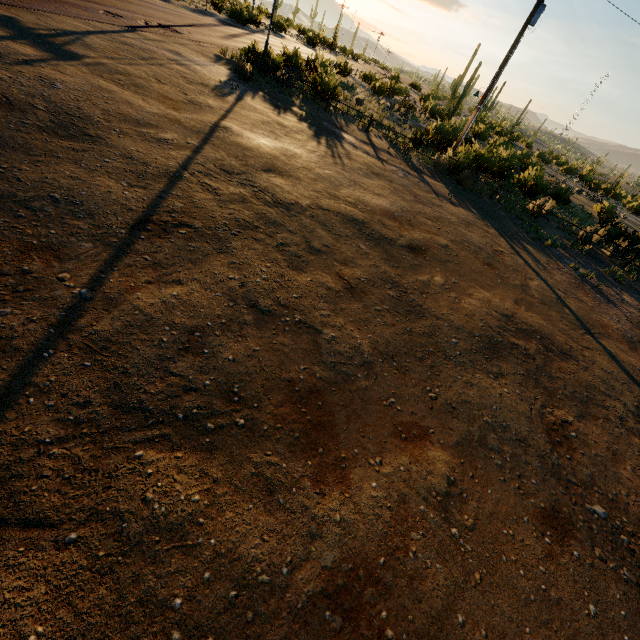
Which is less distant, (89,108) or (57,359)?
(57,359)
